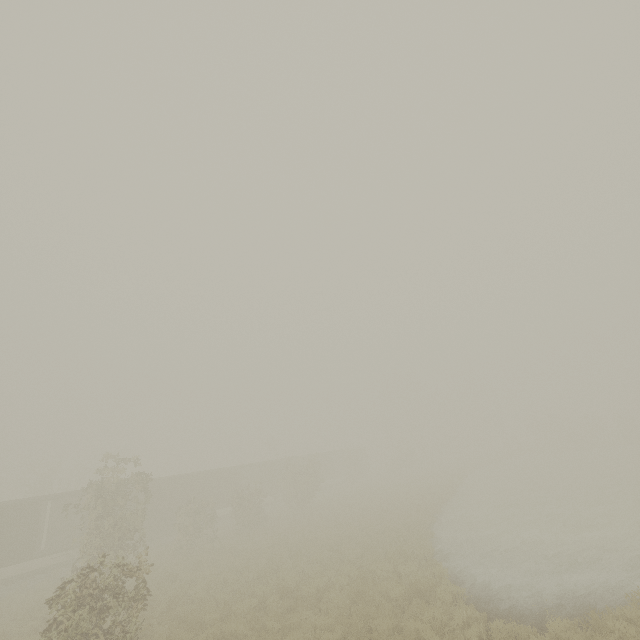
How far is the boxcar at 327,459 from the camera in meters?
47.2

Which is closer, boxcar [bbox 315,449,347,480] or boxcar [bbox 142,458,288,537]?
boxcar [bbox 142,458,288,537]

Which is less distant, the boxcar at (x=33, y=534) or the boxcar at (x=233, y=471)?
the boxcar at (x=33, y=534)

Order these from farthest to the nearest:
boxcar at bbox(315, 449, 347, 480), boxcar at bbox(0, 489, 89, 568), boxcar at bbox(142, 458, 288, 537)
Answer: boxcar at bbox(315, 449, 347, 480), boxcar at bbox(142, 458, 288, 537), boxcar at bbox(0, 489, 89, 568)

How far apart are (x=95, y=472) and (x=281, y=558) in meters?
11.4

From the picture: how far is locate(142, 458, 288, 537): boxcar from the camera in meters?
28.6 m
